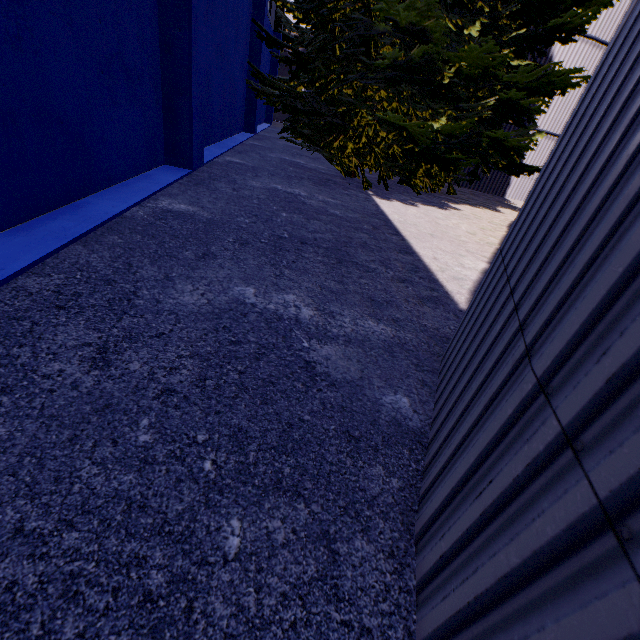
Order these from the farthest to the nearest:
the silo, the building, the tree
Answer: the tree < the building < the silo

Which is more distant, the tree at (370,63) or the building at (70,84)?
the tree at (370,63)

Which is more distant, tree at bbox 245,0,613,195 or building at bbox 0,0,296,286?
tree at bbox 245,0,613,195

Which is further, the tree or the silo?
the tree

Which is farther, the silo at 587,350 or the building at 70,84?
the building at 70,84

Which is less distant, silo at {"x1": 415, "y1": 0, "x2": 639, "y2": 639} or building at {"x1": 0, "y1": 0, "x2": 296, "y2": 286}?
silo at {"x1": 415, "y1": 0, "x2": 639, "y2": 639}

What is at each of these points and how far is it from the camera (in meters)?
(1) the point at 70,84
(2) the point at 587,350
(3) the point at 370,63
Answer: (1) building, 3.35
(2) silo, 0.78
(3) tree, 7.74
